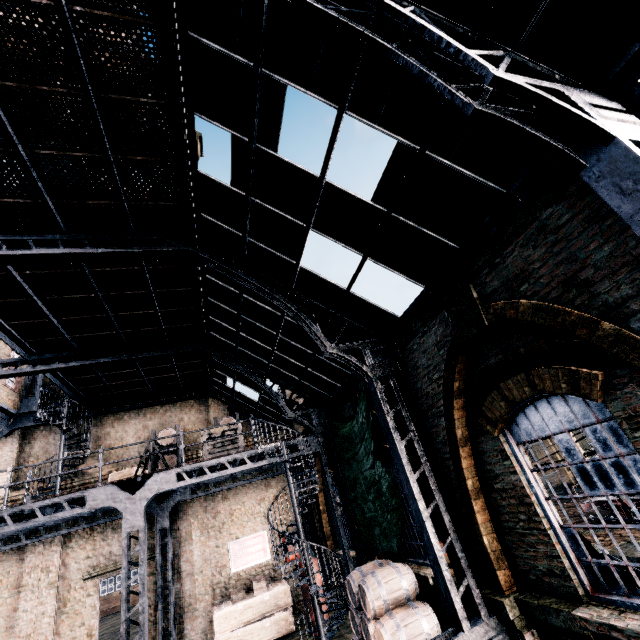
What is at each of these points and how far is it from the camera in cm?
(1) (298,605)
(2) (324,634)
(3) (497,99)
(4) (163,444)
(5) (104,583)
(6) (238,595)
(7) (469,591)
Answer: (1) building, 1522
(2) spiral staircase, 972
(3) building, 413
(4) wooden barrel stack, 1473
(5) door, 1403
(6) wooden crate, 1366
(7) truss, 631

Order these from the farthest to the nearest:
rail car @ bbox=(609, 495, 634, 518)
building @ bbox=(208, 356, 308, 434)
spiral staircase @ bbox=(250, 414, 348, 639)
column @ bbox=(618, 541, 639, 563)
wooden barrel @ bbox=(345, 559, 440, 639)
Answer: rail car @ bbox=(609, 495, 634, 518) → building @ bbox=(208, 356, 308, 434) → spiral staircase @ bbox=(250, 414, 348, 639) → column @ bbox=(618, 541, 639, 563) → wooden barrel @ bbox=(345, 559, 440, 639)

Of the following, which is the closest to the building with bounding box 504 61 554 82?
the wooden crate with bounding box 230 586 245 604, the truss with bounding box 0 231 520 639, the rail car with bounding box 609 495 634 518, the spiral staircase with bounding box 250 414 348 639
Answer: the truss with bounding box 0 231 520 639

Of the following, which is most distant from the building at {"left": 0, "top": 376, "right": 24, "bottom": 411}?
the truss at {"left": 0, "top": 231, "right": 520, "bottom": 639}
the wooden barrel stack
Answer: the wooden barrel stack

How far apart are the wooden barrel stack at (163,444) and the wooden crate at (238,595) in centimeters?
663cm

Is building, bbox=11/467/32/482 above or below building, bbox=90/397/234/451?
below

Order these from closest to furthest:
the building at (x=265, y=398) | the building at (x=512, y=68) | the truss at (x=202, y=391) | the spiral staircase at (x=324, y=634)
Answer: the building at (x=512, y=68) → the spiral staircase at (x=324, y=634) → the building at (x=265, y=398) → the truss at (x=202, y=391)

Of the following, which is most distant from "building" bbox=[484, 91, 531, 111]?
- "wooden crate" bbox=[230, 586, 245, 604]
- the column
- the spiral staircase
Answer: the column
